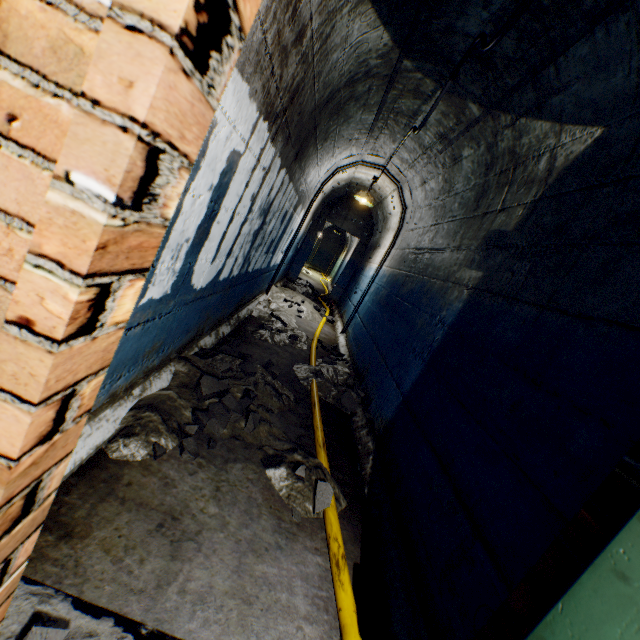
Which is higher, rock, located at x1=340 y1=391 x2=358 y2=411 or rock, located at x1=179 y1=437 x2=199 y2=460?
rock, located at x1=340 y1=391 x2=358 y2=411

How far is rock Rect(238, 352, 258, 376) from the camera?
2.7m

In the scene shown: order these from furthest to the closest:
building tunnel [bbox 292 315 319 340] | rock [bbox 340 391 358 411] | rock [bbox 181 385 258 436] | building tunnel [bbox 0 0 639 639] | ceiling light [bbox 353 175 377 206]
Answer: ceiling light [bbox 353 175 377 206] < building tunnel [bbox 292 315 319 340] < rock [bbox 340 391 358 411] < rock [bbox 181 385 258 436] < building tunnel [bbox 0 0 639 639]

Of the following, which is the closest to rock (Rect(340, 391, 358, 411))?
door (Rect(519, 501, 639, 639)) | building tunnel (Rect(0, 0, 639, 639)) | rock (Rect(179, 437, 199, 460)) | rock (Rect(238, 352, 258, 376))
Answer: building tunnel (Rect(0, 0, 639, 639))

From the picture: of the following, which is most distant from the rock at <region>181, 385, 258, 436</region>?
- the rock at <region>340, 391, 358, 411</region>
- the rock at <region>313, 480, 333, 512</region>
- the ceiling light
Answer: the ceiling light

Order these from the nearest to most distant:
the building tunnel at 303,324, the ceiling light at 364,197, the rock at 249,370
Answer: the rock at 249,370 < the building tunnel at 303,324 < the ceiling light at 364,197

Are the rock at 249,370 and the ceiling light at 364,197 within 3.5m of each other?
no

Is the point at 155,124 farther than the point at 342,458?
No
